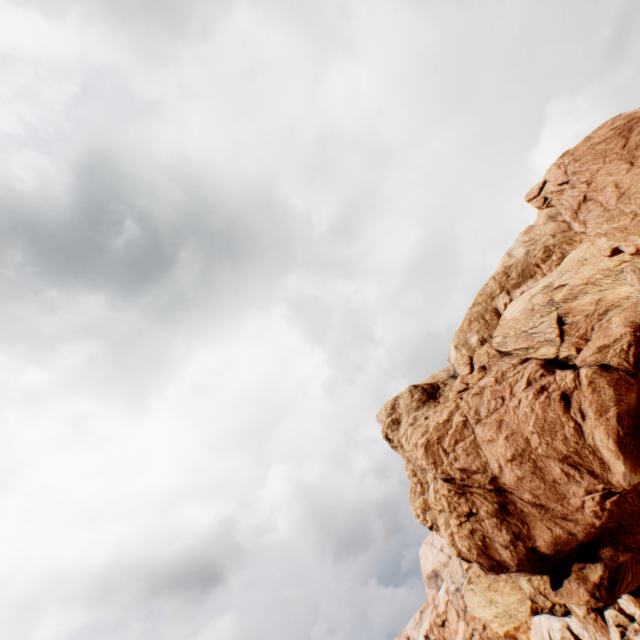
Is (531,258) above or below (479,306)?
below
